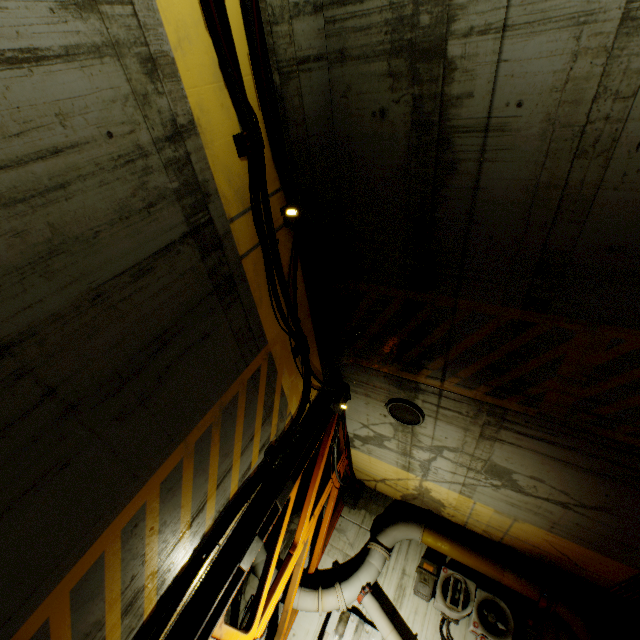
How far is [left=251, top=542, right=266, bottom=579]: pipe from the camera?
8.3m

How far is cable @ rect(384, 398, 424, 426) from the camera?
6.6 meters

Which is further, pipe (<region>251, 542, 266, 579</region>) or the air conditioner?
pipe (<region>251, 542, 266, 579</region>)

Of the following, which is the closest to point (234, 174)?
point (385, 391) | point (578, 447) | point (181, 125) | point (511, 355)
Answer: point (181, 125)

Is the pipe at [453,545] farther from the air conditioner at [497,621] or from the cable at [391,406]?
the cable at [391,406]

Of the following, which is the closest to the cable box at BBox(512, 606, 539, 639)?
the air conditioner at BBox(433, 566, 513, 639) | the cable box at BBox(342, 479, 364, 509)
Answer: the air conditioner at BBox(433, 566, 513, 639)

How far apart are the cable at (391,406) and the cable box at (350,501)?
4.34m

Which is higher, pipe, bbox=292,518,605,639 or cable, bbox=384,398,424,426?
cable, bbox=384,398,424,426
